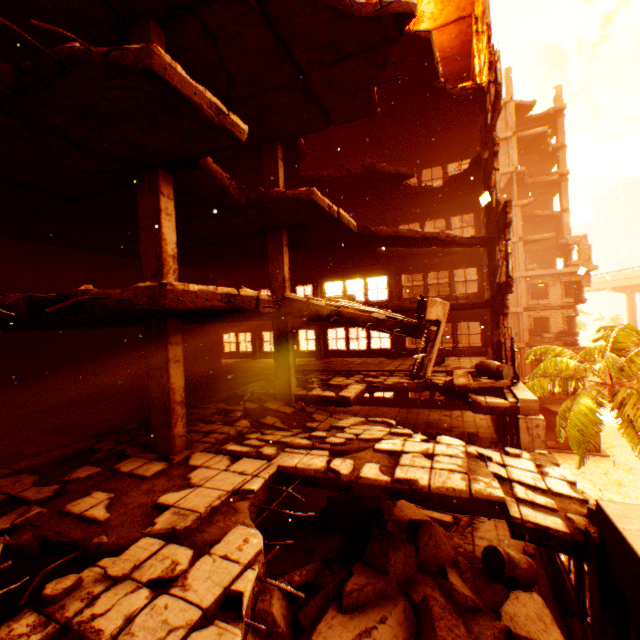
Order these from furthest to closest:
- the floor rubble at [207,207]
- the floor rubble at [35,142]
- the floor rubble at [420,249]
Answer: the floor rubble at [420,249]
the floor rubble at [207,207]
the floor rubble at [35,142]

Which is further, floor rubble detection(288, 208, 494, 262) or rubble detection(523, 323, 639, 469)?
rubble detection(523, 323, 639, 469)

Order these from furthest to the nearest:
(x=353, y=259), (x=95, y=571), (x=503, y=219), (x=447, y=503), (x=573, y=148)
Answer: (x=573, y=148), (x=353, y=259), (x=503, y=219), (x=447, y=503), (x=95, y=571)

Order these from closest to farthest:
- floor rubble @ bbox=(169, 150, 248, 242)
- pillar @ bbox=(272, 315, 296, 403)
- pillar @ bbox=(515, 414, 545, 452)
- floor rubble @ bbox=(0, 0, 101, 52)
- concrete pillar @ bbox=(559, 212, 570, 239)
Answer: floor rubble @ bbox=(0, 0, 101, 52), floor rubble @ bbox=(169, 150, 248, 242), pillar @ bbox=(515, 414, 545, 452), pillar @ bbox=(272, 315, 296, 403), concrete pillar @ bbox=(559, 212, 570, 239)

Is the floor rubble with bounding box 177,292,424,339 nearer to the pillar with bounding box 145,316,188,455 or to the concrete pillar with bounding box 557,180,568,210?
the pillar with bounding box 145,316,188,455

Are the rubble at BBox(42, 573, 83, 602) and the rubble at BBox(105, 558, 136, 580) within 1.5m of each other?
yes

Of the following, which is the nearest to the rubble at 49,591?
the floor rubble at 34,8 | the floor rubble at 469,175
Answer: the floor rubble at 34,8

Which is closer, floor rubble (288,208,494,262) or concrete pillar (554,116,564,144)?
floor rubble (288,208,494,262)
